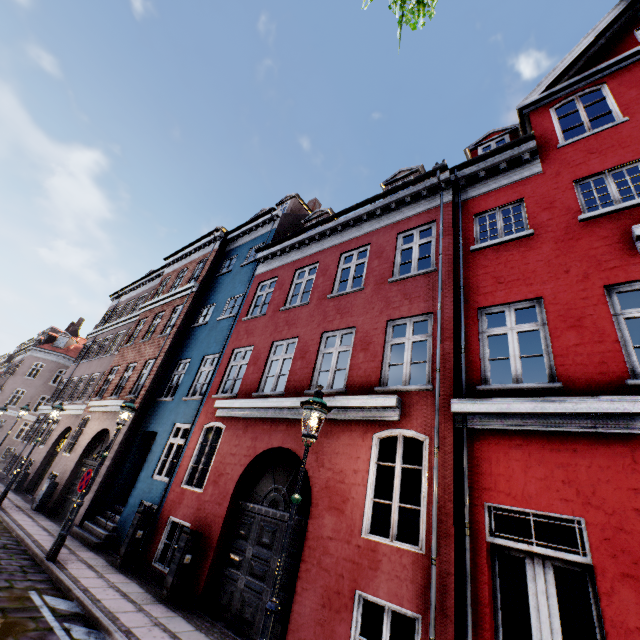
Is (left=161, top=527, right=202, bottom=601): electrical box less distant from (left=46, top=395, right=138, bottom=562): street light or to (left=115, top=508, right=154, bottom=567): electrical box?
(left=115, top=508, right=154, bottom=567): electrical box

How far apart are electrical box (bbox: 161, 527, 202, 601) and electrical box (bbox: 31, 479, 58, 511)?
9.6m

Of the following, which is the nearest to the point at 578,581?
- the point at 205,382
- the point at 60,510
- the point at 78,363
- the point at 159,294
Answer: the point at 205,382

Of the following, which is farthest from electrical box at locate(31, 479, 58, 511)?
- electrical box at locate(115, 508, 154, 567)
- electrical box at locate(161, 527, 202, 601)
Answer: Result: electrical box at locate(161, 527, 202, 601)

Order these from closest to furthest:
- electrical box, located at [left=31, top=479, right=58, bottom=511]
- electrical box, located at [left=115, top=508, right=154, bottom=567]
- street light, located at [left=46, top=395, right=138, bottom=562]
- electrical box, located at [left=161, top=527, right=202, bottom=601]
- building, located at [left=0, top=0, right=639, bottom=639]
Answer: building, located at [left=0, top=0, right=639, bottom=639]
electrical box, located at [left=161, top=527, right=202, bottom=601]
street light, located at [left=46, top=395, right=138, bottom=562]
electrical box, located at [left=115, top=508, right=154, bottom=567]
electrical box, located at [left=31, top=479, right=58, bottom=511]

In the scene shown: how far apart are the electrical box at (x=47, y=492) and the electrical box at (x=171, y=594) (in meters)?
9.60

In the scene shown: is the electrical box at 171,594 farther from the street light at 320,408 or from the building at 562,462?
the street light at 320,408

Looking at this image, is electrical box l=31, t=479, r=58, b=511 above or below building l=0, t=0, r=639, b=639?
below
